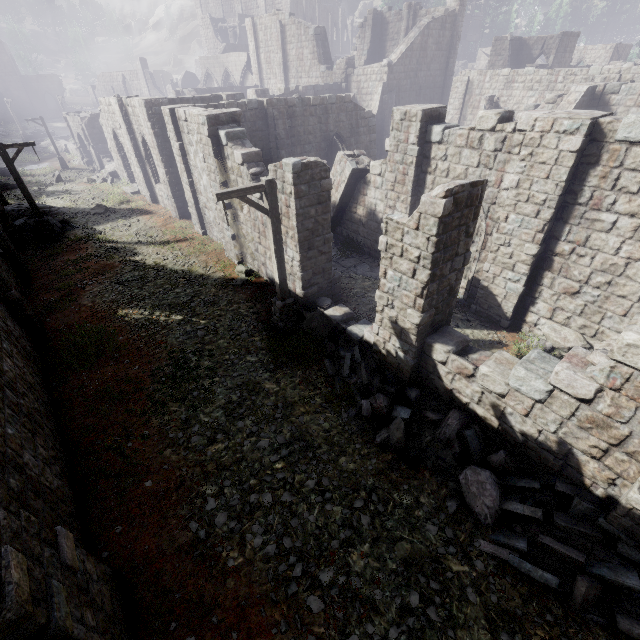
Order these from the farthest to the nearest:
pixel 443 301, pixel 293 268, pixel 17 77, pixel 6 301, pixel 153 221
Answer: pixel 17 77, pixel 153 221, pixel 293 268, pixel 6 301, pixel 443 301

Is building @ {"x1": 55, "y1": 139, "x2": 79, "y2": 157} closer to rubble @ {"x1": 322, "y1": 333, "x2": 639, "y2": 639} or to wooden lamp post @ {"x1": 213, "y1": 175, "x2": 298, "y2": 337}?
rubble @ {"x1": 322, "y1": 333, "x2": 639, "y2": 639}

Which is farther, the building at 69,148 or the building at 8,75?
the building at 8,75

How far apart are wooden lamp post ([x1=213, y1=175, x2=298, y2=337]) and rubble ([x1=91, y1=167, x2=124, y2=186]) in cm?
2602

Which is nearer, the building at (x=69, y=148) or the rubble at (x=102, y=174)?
the rubble at (x=102, y=174)

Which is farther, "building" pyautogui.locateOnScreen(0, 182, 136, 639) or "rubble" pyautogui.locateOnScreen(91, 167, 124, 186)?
"rubble" pyautogui.locateOnScreen(91, 167, 124, 186)

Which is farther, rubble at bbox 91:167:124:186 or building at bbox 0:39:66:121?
building at bbox 0:39:66:121

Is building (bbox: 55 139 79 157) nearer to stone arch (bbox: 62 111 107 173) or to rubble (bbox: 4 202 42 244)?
rubble (bbox: 4 202 42 244)
